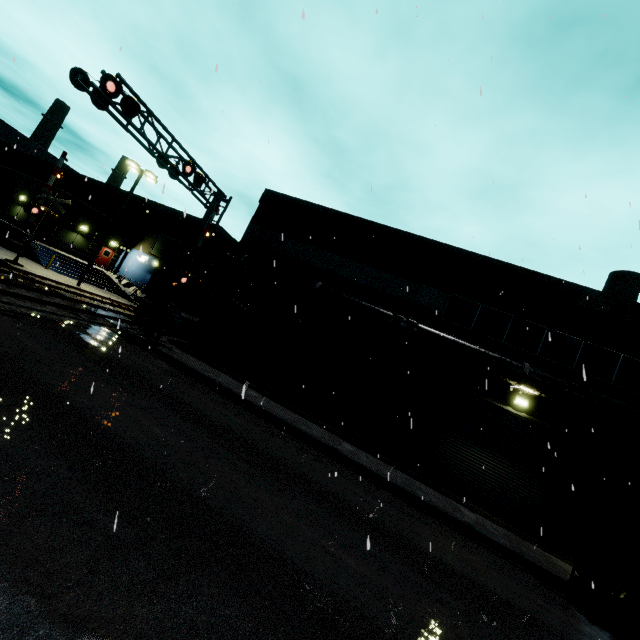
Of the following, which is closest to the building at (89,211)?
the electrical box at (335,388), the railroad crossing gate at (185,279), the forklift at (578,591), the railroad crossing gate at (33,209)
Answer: the electrical box at (335,388)

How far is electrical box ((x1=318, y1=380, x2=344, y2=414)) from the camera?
16.14m

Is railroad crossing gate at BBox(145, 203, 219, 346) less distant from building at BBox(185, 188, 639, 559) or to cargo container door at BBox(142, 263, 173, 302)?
building at BBox(185, 188, 639, 559)

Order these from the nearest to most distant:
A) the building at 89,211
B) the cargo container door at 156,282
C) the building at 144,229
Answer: the cargo container door at 156,282 < the building at 89,211 < the building at 144,229

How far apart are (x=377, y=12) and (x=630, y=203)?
9.9m

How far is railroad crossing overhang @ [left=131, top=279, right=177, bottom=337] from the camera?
16.84m

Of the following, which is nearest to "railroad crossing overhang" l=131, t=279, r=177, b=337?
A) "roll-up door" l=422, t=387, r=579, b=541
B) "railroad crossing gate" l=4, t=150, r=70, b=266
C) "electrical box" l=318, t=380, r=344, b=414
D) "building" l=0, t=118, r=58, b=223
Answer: "building" l=0, t=118, r=58, b=223

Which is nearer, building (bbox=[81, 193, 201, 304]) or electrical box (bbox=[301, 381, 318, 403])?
electrical box (bbox=[301, 381, 318, 403])
